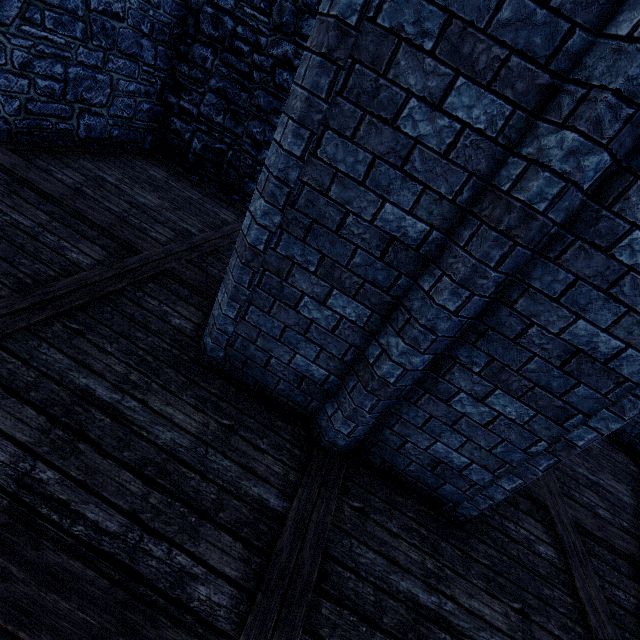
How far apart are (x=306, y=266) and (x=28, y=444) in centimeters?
223cm
